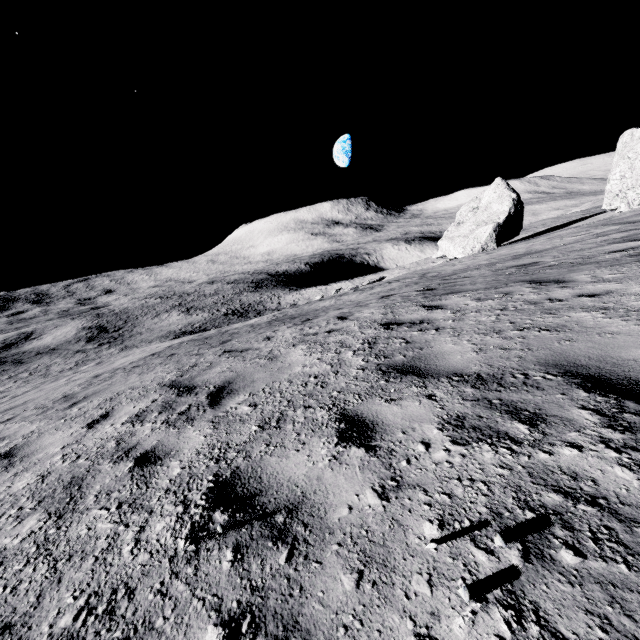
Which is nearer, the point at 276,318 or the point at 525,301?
the point at 525,301

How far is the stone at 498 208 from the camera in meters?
25.3 m

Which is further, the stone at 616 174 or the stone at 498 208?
the stone at 498 208

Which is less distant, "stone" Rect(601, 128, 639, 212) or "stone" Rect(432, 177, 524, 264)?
"stone" Rect(601, 128, 639, 212)

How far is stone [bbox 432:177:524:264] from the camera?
25.33m
